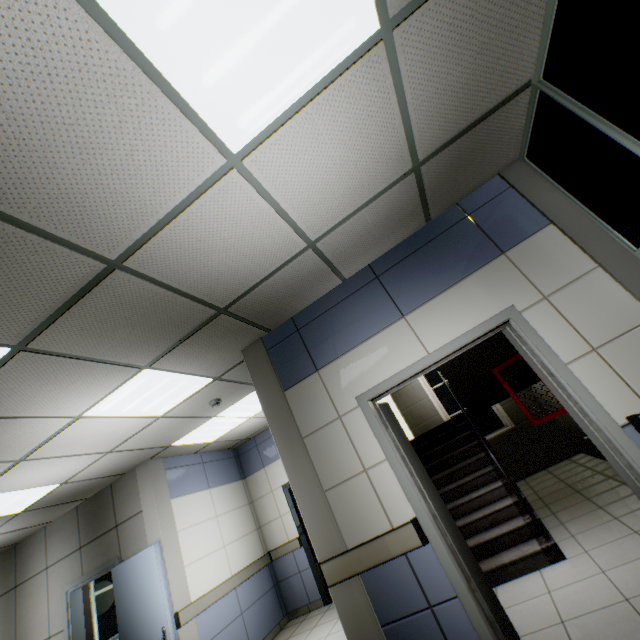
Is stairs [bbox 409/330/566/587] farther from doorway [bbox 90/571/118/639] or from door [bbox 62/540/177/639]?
doorway [bbox 90/571/118/639]

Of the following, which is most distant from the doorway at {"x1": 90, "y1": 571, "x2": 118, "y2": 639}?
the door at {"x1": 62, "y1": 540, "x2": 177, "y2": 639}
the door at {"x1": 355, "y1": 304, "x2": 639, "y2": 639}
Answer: the door at {"x1": 355, "y1": 304, "x2": 639, "y2": 639}

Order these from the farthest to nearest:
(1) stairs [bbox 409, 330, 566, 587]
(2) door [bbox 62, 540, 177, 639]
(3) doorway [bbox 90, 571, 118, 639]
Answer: (3) doorway [bbox 90, 571, 118, 639] → (2) door [bbox 62, 540, 177, 639] → (1) stairs [bbox 409, 330, 566, 587]

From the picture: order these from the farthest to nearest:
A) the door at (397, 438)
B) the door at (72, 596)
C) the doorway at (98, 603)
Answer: the doorway at (98, 603), the door at (72, 596), the door at (397, 438)

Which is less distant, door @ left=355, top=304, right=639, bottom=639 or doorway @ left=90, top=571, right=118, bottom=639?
door @ left=355, top=304, right=639, bottom=639

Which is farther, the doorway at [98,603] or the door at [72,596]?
the doorway at [98,603]

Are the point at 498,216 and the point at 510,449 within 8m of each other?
yes

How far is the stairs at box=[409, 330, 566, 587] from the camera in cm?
353
